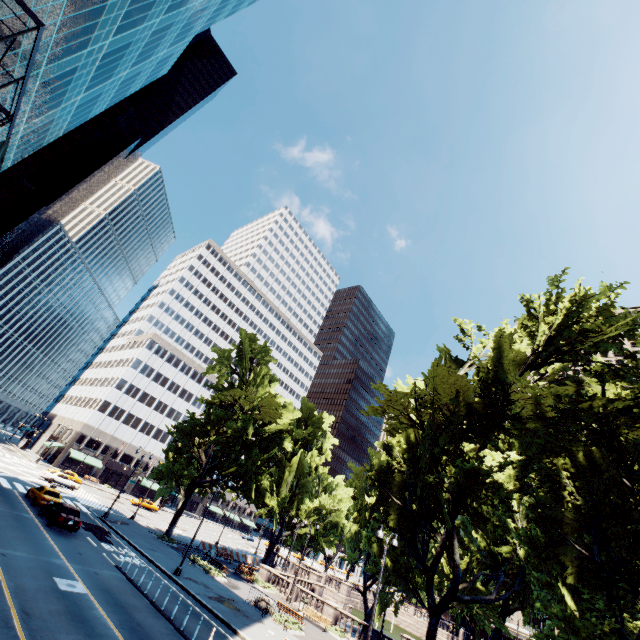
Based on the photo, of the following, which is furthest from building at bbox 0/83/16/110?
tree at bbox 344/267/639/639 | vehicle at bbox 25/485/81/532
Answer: tree at bbox 344/267/639/639

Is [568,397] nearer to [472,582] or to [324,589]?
[472,582]

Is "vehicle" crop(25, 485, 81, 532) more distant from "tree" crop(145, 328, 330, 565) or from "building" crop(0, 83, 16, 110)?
"building" crop(0, 83, 16, 110)

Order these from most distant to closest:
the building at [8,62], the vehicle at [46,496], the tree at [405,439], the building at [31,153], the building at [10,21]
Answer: the vehicle at [46,496] < the building at [31,153] < the building at [8,62] < the tree at [405,439] < the building at [10,21]

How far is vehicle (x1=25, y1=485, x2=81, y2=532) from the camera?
23.5m

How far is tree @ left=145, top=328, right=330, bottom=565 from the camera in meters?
36.4 m

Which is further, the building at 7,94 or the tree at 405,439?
the building at 7,94

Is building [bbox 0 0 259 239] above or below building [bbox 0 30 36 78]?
above
